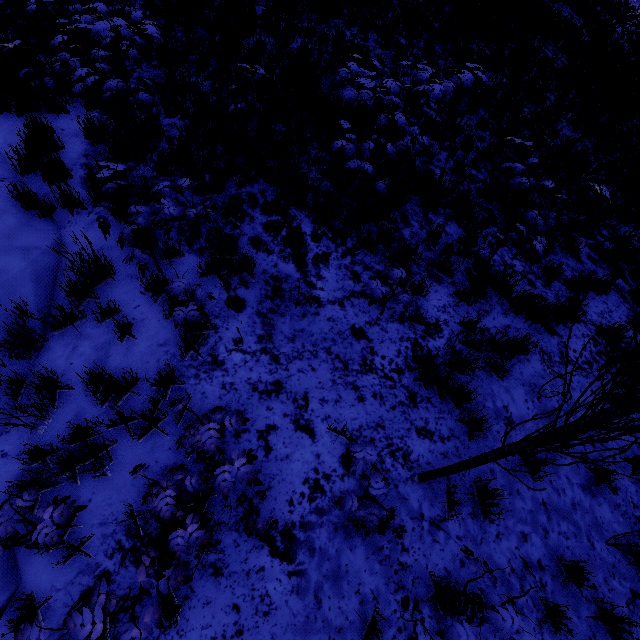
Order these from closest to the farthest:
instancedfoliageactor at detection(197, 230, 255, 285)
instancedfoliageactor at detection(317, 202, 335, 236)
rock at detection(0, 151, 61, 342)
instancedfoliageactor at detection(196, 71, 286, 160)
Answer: rock at detection(0, 151, 61, 342), instancedfoliageactor at detection(197, 230, 255, 285), instancedfoliageactor at detection(317, 202, 335, 236), instancedfoliageactor at detection(196, 71, 286, 160)

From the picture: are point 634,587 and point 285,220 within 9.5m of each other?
yes

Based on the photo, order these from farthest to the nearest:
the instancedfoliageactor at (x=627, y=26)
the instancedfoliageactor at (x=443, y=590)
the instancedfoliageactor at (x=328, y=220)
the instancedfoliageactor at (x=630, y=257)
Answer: the instancedfoliageactor at (x=627, y=26), the instancedfoliageactor at (x=328, y=220), the instancedfoliageactor at (x=443, y=590), the instancedfoliageactor at (x=630, y=257)

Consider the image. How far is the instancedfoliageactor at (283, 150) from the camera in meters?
5.0 m

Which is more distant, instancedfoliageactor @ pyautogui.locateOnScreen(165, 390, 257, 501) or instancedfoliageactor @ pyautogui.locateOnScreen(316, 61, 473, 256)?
instancedfoliageactor @ pyautogui.locateOnScreen(316, 61, 473, 256)

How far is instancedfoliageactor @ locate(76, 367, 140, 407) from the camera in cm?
301
